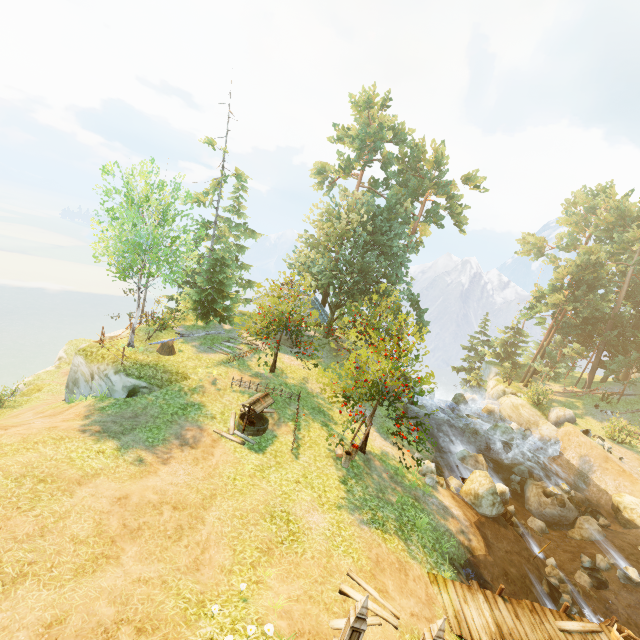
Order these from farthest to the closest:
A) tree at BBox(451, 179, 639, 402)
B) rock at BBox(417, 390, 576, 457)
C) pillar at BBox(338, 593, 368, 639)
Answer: tree at BBox(451, 179, 639, 402) → rock at BBox(417, 390, 576, 457) → pillar at BBox(338, 593, 368, 639)

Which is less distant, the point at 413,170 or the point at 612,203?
the point at 413,170

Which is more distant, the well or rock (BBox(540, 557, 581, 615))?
the well

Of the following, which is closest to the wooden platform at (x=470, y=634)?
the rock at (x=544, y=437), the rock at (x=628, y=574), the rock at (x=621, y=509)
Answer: the rock at (x=628, y=574)

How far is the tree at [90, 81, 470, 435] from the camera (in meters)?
16.11

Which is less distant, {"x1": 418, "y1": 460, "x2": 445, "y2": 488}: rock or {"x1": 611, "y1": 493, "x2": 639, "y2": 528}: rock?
{"x1": 418, "y1": 460, "x2": 445, "y2": 488}: rock

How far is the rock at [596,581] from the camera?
15.0 meters

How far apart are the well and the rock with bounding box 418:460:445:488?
8.33m
